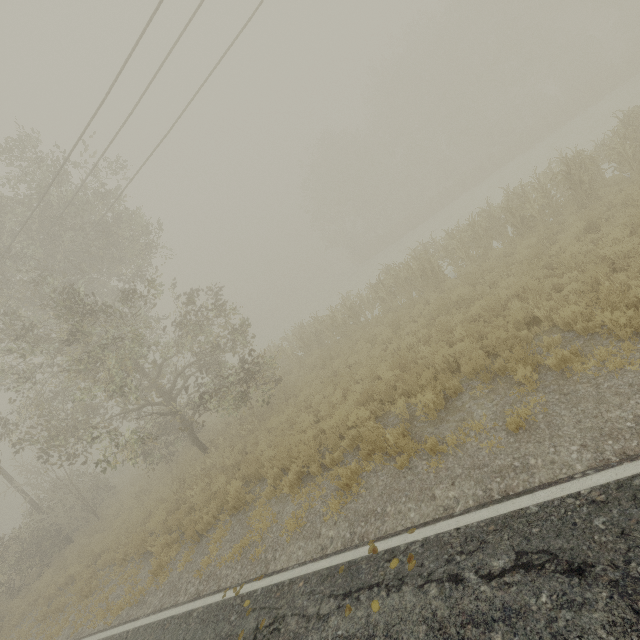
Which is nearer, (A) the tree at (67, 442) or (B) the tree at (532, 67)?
(A) the tree at (67, 442)

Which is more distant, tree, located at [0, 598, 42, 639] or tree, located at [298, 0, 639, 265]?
tree, located at [298, 0, 639, 265]

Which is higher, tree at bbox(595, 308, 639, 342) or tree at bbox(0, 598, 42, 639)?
A: tree at bbox(0, 598, 42, 639)

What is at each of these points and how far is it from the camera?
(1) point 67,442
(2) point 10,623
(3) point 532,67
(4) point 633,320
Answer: (1) tree, 17.3m
(2) tree, 13.6m
(3) tree, 30.8m
(4) tree, 5.3m

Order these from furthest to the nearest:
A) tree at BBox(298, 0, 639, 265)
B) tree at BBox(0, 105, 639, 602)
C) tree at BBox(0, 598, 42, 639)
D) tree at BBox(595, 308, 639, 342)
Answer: tree at BBox(298, 0, 639, 265)
tree at BBox(0, 598, 42, 639)
tree at BBox(0, 105, 639, 602)
tree at BBox(595, 308, 639, 342)
